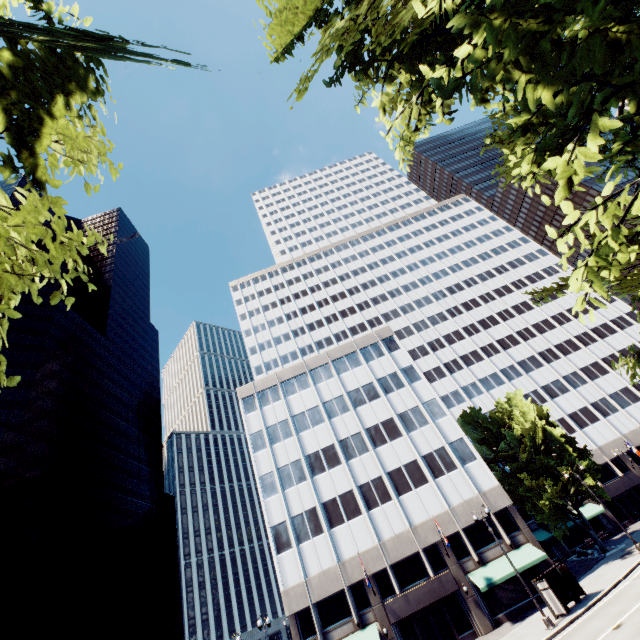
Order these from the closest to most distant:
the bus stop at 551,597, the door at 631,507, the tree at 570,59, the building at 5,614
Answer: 1. the tree at 570,59
2. the bus stop at 551,597
3. the building at 5,614
4. the door at 631,507

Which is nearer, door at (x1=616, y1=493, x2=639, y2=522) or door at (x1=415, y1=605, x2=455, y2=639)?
door at (x1=415, y1=605, x2=455, y2=639)

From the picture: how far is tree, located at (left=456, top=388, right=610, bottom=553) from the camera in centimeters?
3434cm

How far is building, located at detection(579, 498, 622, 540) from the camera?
41.75m

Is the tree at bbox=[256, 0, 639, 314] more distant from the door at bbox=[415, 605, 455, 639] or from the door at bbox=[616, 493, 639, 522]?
the door at bbox=[415, 605, 455, 639]

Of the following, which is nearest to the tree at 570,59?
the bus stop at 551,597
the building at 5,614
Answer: the bus stop at 551,597

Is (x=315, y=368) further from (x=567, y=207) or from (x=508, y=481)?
(x=567, y=207)

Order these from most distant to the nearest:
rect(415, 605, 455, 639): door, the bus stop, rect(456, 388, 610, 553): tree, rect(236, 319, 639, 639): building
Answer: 1. rect(456, 388, 610, 553): tree
2. rect(236, 319, 639, 639): building
3. rect(415, 605, 455, 639): door
4. the bus stop
